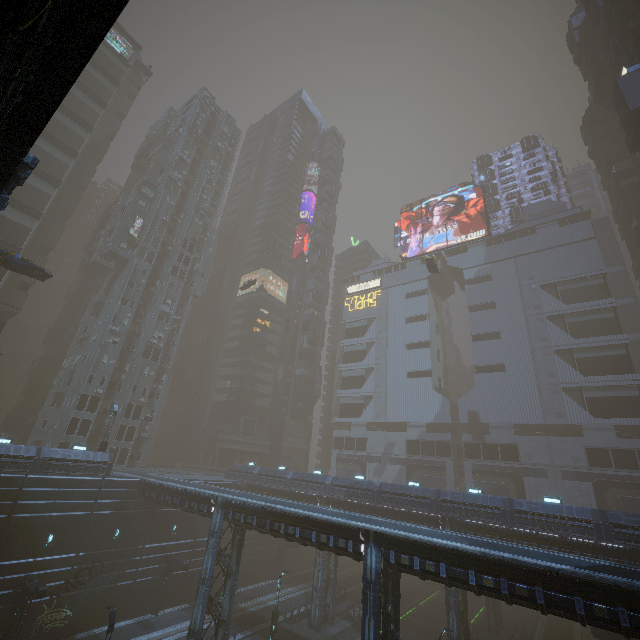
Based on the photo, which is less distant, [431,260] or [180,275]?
[431,260]

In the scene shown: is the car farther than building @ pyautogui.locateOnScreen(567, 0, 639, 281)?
No

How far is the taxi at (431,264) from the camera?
45.69m

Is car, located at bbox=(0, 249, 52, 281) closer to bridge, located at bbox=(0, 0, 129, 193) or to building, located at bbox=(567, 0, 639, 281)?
bridge, located at bbox=(0, 0, 129, 193)

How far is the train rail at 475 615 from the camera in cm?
3978

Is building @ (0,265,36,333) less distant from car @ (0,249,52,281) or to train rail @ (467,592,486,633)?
train rail @ (467,592,486,633)

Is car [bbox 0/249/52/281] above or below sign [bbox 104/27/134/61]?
below

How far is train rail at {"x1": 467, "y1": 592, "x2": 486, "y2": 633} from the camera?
39.8m
